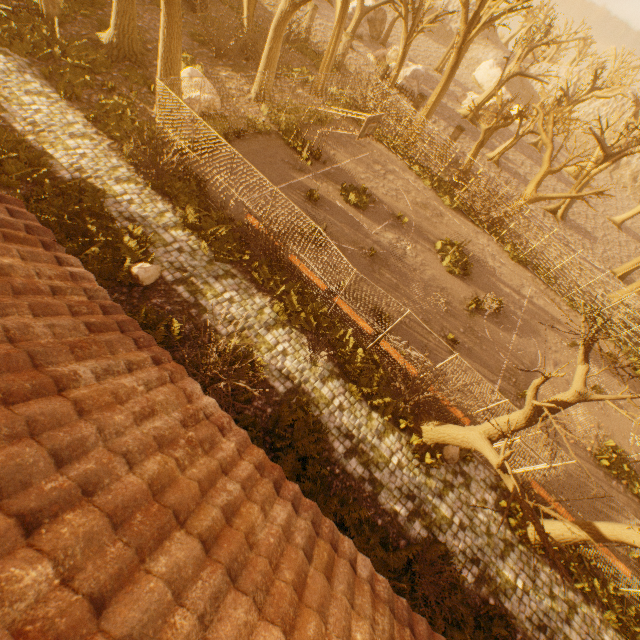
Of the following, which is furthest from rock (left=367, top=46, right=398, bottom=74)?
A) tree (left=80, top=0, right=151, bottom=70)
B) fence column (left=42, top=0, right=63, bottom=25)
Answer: fence column (left=42, top=0, right=63, bottom=25)

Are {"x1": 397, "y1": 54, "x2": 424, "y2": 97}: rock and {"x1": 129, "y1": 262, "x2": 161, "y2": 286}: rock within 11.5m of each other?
no

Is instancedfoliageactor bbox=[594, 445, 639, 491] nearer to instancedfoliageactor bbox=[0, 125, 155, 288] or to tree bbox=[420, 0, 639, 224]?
tree bbox=[420, 0, 639, 224]

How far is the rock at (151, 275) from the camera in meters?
9.9

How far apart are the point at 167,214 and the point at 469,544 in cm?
1527

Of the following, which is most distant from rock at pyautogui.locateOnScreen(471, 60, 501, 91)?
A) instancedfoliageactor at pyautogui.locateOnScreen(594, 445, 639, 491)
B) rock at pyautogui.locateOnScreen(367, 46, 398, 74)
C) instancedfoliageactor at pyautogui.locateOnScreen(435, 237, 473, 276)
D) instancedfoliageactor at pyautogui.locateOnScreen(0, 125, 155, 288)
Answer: instancedfoliageactor at pyautogui.locateOnScreen(0, 125, 155, 288)

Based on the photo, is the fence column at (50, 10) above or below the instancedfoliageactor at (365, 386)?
above

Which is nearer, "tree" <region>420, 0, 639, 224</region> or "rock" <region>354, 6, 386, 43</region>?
"tree" <region>420, 0, 639, 224</region>
